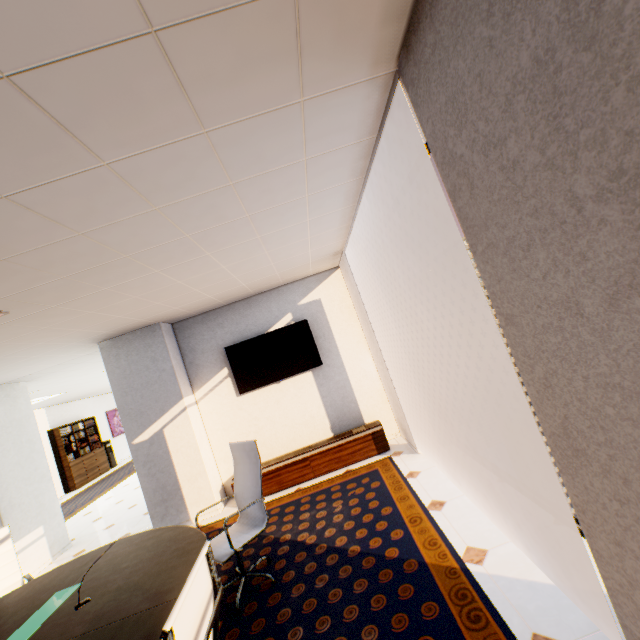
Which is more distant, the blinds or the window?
the window

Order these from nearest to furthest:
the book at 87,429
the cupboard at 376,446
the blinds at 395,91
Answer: the blinds at 395,91
the cupboard at 376,446
the book at 87,429

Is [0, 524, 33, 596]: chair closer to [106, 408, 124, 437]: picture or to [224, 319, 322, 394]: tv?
[224, 319, 322, 394]: tv

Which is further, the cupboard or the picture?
the picture

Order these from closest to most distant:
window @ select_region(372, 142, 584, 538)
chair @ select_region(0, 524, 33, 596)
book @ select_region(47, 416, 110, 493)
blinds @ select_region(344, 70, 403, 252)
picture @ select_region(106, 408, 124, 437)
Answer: blinds @ select_region(344, 70, 403, 252), window @ select_region(372, 142, 584, 538), chair @ select_region(0, 524, 33, 596), book @ select_region(47, 416, 110, 493), picture @ select_region(106, 408, 124, 437)

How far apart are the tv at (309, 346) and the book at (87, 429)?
9.80m

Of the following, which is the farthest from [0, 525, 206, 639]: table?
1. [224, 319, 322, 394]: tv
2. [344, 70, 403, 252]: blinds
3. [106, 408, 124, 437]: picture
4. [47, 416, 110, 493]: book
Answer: [106, 408, 124, 437]: picture

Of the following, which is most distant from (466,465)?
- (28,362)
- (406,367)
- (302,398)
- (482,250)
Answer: (28,362)
